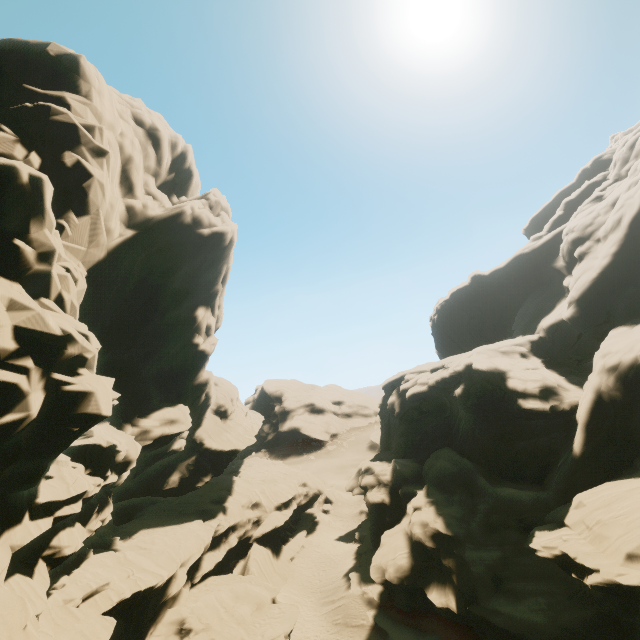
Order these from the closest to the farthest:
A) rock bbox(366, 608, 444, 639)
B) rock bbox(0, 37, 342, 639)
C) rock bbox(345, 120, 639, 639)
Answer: rock bbox(0, 37, 342, 639)
rock bbox(345, 120, 639, 639)
rock bbox(366, 608, 444, 639)

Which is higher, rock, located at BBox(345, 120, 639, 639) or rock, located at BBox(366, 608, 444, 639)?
rock, located at BBox(345, 120, 639, 639)

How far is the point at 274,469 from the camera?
47.78m

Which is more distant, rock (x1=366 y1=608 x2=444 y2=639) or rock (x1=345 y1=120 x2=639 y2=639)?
rock (x1=366 y1=608 x2=444 y2=639)

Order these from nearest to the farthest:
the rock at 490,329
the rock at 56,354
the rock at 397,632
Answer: the rock at 56,354 → the rock at 490,329 → the rock at 397,632

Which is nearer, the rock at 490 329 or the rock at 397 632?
the rock at 490 329
